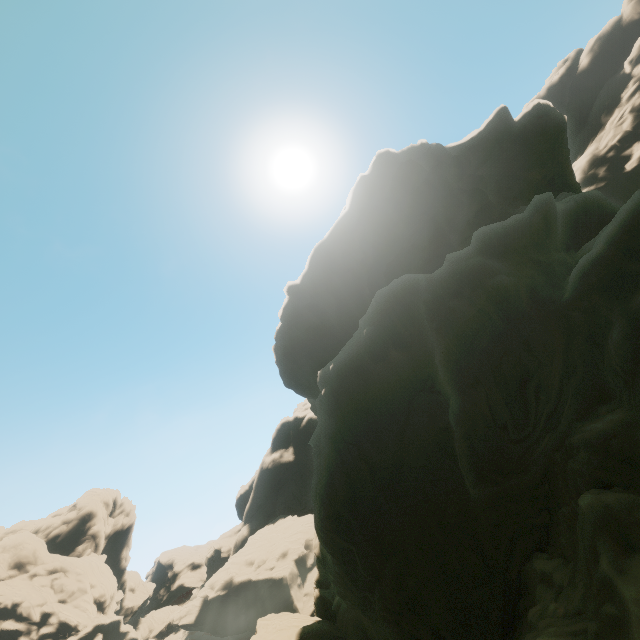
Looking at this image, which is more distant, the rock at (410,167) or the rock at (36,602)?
A: the rock at (36,602)

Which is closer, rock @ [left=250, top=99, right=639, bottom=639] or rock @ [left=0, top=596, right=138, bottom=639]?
rock @ [left=250, top=99, right=639, bottom=639]

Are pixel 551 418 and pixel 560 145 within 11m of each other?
no
